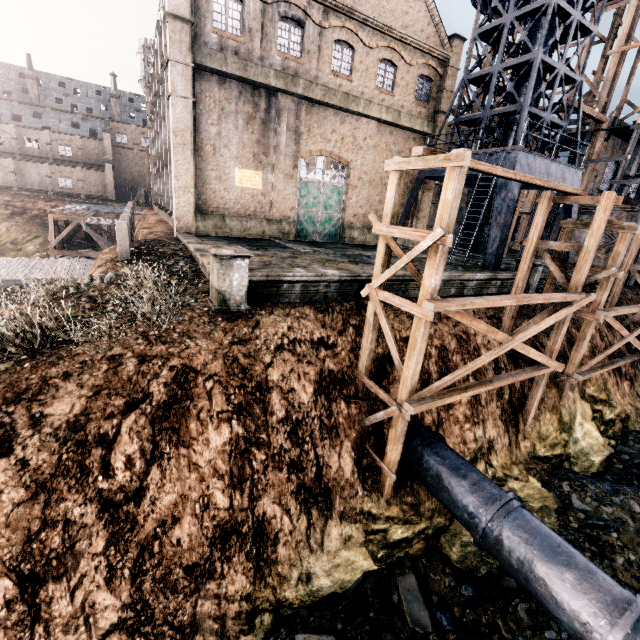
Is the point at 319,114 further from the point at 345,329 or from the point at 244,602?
the point at 244,602

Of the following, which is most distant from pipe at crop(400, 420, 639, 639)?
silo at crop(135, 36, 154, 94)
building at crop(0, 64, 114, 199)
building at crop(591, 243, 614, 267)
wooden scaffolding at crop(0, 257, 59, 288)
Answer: building at crop(0, 64, 114, 199)

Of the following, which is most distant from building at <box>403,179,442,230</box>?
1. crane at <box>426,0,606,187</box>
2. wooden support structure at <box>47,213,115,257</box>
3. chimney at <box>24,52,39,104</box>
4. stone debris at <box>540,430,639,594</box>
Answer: chimney at <box>24,52,39,104</box>

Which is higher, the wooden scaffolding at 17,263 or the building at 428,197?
the building at 428,197

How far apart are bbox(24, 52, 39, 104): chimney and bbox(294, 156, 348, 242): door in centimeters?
6710cm

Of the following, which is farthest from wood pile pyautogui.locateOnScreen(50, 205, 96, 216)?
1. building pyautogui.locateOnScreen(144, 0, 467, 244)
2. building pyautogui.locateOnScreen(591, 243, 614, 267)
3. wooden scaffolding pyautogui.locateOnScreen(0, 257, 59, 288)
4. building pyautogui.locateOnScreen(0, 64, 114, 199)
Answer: building pyautogui.locateOnScreen(591, 243, 614, 267)

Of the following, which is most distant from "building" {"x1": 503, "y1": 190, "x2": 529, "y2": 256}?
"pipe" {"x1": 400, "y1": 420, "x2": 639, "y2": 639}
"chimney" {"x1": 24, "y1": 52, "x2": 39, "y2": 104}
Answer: "chimney" {"x1": 24, "y1": 52, "x2": 39, "y2": 104}

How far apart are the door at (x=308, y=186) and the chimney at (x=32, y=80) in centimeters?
6710cm
